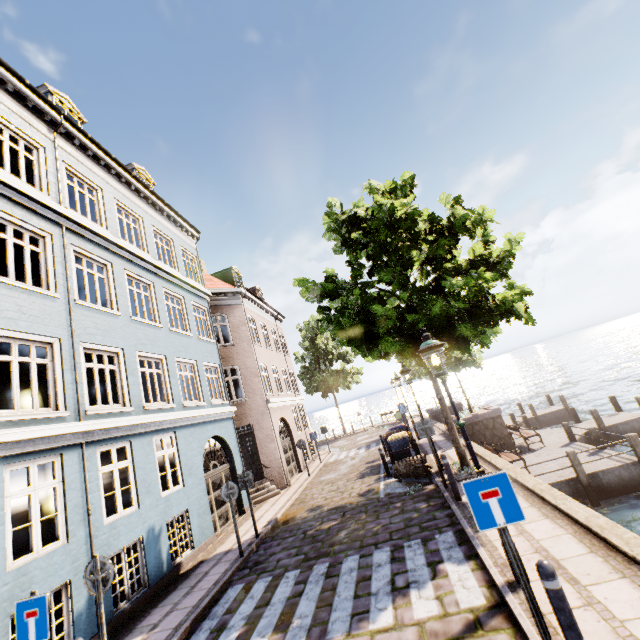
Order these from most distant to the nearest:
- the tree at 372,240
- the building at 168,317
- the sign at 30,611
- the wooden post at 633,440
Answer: the wooden post at 633,440 → the tree at 372,240 → the building at 168,317 → the sign at 30,611

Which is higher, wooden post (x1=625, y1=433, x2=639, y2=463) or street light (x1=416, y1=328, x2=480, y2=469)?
street light (x1=416, y1=328, x2=480, y2=469)

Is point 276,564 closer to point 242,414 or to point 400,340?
point 400,340

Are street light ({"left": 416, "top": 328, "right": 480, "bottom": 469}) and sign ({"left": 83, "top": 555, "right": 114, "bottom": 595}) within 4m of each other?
no

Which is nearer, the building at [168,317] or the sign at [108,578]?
the sign at [108,578]

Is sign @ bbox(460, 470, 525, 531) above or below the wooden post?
above

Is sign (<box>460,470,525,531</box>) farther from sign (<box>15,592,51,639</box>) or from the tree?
sign (<box>15,592,51,639</box>)

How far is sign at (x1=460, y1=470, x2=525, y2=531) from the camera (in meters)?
3.34
